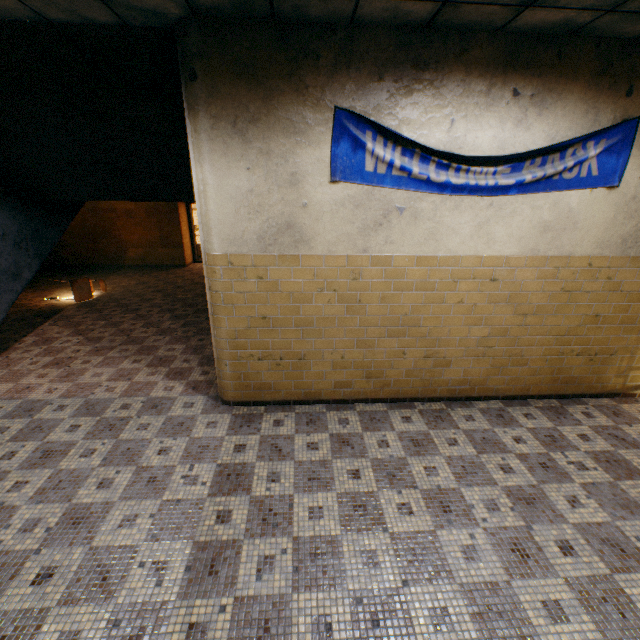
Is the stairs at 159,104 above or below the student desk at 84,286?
above

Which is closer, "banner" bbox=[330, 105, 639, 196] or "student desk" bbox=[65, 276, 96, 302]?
"banner" bbox=[330, 105, 639, 196]

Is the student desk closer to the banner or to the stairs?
the stairs

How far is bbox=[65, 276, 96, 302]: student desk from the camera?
7.7 meters

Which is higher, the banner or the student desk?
the banner

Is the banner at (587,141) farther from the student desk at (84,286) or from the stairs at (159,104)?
the student desk at (84,286)

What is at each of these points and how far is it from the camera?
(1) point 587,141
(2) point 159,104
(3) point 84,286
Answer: (1) banner, 3.26m
(2) stairs, 3.76m
(3) student desk, 7.94m
